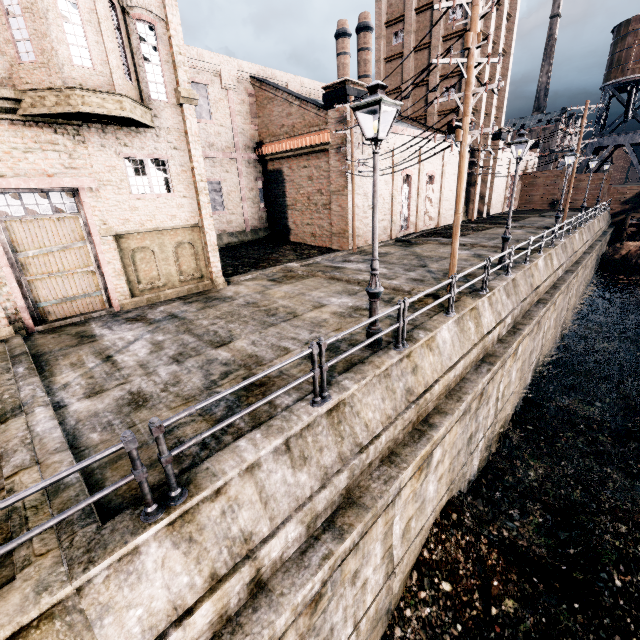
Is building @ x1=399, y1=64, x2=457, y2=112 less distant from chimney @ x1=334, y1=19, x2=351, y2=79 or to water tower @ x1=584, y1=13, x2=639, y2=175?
water tower @ x1=584, y1=13, x2=639, y2=175

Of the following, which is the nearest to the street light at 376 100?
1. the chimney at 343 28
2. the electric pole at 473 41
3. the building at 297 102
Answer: the electric pole at 473 41

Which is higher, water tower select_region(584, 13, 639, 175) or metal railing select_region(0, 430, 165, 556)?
water tower select_region(584, 13, 639, 175)

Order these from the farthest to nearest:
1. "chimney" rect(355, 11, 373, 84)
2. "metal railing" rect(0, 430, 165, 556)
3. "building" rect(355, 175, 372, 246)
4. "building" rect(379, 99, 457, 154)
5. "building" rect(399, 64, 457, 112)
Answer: "chimney" rect(355, 11, 373, 84) < "building" rect(399, 64, 457, 112) < "building" rect(379, 99, 457, 154) < "building" rect(355, 175, 372, 246) < "metal railing" rect(0, 430, 165, 556)

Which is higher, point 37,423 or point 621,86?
point 621,86

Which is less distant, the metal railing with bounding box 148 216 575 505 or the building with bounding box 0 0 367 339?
the metal railing with bounding box 148 216 575 505

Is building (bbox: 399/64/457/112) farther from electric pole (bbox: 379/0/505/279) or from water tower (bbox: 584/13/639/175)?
water tower (bbox: 584/13/639/175)

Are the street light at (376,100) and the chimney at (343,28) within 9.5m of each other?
no
